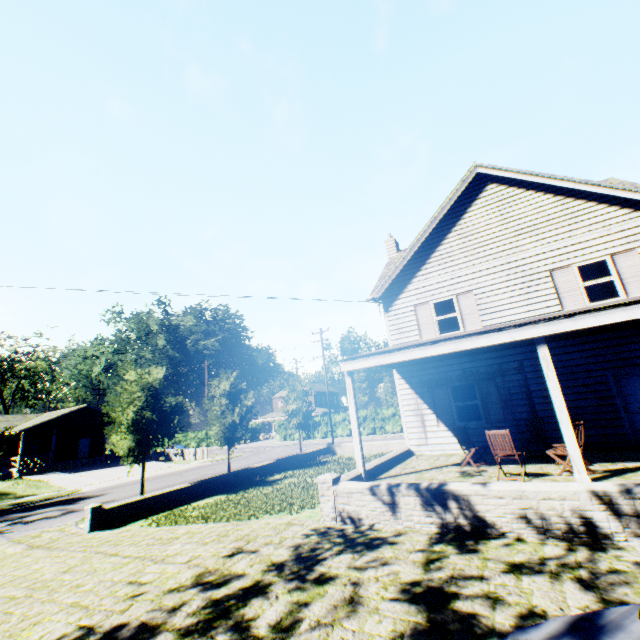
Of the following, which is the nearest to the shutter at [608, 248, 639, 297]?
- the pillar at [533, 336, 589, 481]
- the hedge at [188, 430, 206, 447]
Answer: the pillar at [533, 336, 589, 481]

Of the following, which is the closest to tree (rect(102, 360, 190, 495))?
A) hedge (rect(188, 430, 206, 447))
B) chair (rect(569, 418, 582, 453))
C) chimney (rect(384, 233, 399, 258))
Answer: chimney (rect(384, 233, 399, 258))

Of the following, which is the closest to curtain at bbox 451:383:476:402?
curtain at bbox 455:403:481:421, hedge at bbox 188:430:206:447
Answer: curtain at bbox 455:403:481:421

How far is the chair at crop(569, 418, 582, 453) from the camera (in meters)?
7.26

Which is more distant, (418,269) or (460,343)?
(418,269)

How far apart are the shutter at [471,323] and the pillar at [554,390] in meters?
4.9

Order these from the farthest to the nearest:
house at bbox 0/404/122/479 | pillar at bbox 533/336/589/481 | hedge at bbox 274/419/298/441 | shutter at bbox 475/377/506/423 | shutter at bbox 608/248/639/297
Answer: hedge at bbox 274/419/298/441 → house at bbox 0/404/122/479 → shutter at bbox 475/377/506/423 → shutter at bbox 608/248/639/297 → pillar at bbox 533/336/589/481

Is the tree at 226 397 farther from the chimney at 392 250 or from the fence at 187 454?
the fence at 187 454
